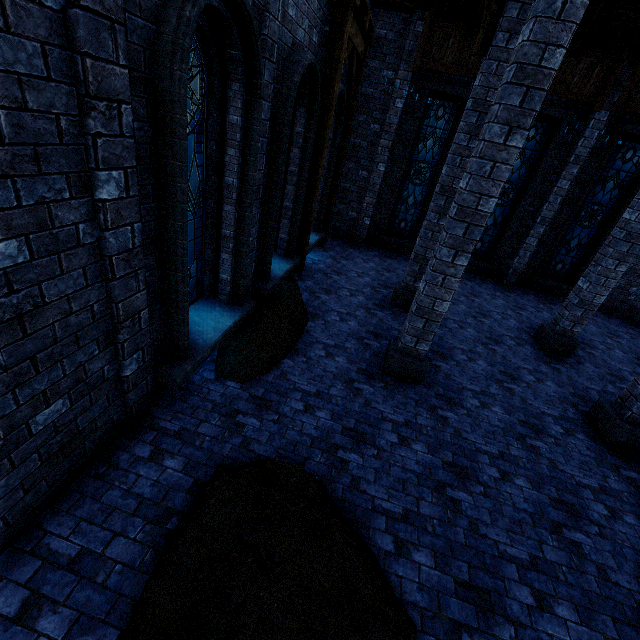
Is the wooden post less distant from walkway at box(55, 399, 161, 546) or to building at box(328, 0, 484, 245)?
building at box(328, 0, 484, 245)

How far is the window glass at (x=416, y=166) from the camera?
10.8 meters

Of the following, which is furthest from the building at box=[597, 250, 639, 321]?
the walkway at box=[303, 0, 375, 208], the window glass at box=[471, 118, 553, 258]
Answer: the window glass at box=[471, 118, 553, 258]

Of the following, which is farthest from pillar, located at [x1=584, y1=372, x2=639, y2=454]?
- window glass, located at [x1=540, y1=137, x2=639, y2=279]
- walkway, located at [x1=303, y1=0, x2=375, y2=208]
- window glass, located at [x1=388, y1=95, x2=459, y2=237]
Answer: window glass, located at [x1=388, y1=95, x2=459, y2=237]

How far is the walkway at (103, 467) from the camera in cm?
313

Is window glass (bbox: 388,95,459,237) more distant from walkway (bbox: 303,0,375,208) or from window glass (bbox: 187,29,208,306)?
window glass (bbox: 187,29,208,306)

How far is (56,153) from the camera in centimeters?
225cm

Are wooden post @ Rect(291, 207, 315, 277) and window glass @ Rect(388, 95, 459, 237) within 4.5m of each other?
no
